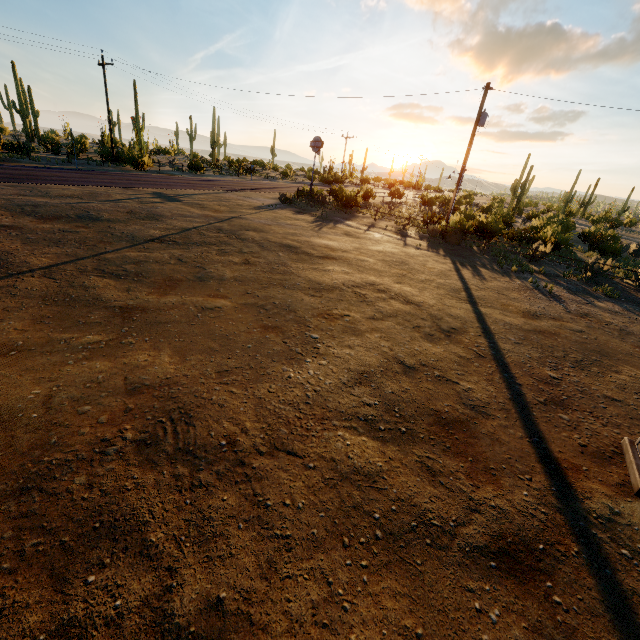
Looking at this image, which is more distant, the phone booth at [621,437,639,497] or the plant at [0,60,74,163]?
the plant at [0,60,74,163]

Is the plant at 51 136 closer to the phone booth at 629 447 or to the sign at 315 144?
the sign at 315 144

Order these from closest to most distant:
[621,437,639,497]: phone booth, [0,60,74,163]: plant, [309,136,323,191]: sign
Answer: [621,437,639,497]: phone booth
[309,136,323,191]: sign
[0,60,74,163]: plant

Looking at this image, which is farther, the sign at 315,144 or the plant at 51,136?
the plant at 51,136

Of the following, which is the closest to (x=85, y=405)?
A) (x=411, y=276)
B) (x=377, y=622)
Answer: (x=377, y=622)

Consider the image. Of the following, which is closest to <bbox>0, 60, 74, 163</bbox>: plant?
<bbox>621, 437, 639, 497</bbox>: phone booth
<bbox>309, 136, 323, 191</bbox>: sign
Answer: <bbox>309, 136, 323, 191</bbox>: sign

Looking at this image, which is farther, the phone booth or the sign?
the sign
